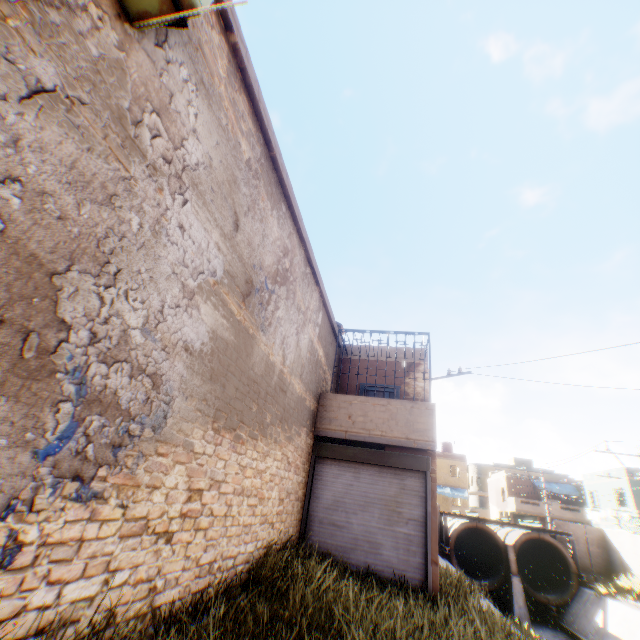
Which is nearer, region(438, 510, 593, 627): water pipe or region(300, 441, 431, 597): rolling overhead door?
region(300, 441, 431, 597): rolling overhead door

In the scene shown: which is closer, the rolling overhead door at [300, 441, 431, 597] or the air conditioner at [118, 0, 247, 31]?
the air conditioner at [118, 0, 247, 31]

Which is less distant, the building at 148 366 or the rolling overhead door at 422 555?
the building at 148 366

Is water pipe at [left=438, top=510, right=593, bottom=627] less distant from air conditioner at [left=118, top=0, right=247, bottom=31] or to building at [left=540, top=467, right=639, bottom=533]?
building at [left=540, top=467, right=639, bottom=533]

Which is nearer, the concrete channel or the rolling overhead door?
the rolling overhead door

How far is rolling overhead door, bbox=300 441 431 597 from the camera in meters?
8.1 m

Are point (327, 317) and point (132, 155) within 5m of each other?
no

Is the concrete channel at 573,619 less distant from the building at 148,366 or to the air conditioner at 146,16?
the building at 148,366
